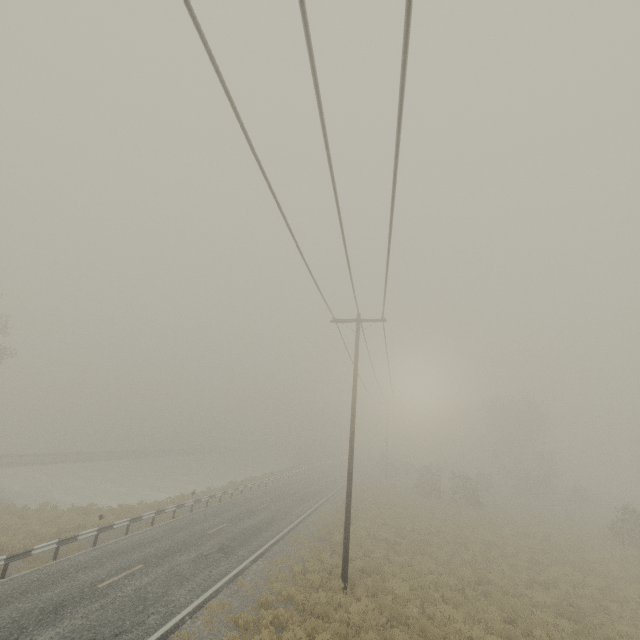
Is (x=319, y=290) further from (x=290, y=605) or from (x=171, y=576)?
(x=171, y=576)
